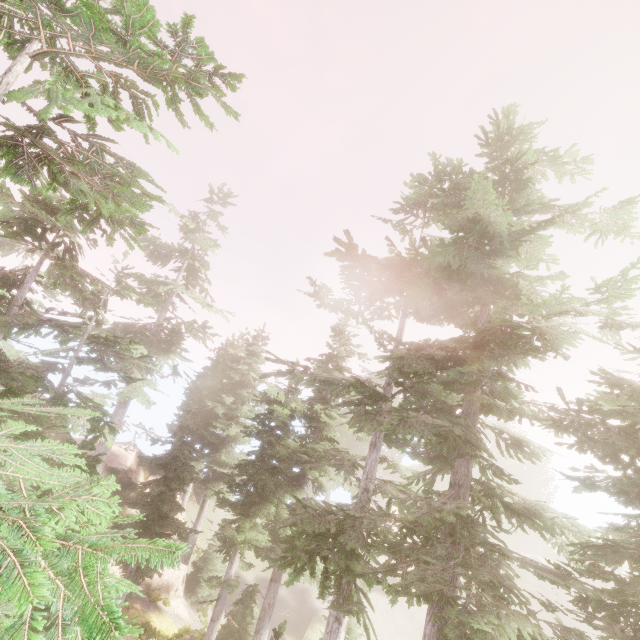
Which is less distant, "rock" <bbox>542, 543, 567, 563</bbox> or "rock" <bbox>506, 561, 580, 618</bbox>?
"rock" <bbox>506, 561, 580, 618</bbox>

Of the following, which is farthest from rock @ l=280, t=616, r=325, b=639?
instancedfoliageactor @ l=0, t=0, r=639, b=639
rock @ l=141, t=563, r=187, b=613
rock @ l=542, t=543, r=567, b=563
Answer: rock @ l=141, t=563, r=187, b=613

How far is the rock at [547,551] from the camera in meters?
53.3

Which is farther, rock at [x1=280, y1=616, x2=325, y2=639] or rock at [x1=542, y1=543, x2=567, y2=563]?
rock at [x1=542, y1=543, x2=567, y2=563]

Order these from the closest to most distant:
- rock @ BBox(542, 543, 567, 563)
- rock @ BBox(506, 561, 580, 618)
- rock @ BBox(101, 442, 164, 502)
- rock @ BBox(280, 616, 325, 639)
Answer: rock @ BBox(280, 616, 325, 639) → rock @ BBox(101, 442, 164, 502) → rock @ BBox(506, 561, 580, 618) → rock @ BBox(542, 543, 567, 563)

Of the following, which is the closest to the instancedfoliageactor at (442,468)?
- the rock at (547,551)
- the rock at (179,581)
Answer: the rock at (547,551)

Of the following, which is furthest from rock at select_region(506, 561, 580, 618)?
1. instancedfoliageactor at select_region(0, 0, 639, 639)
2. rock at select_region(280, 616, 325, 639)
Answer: rock at select_region(280, 616, 325, 639)

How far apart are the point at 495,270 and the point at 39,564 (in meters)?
11.82
